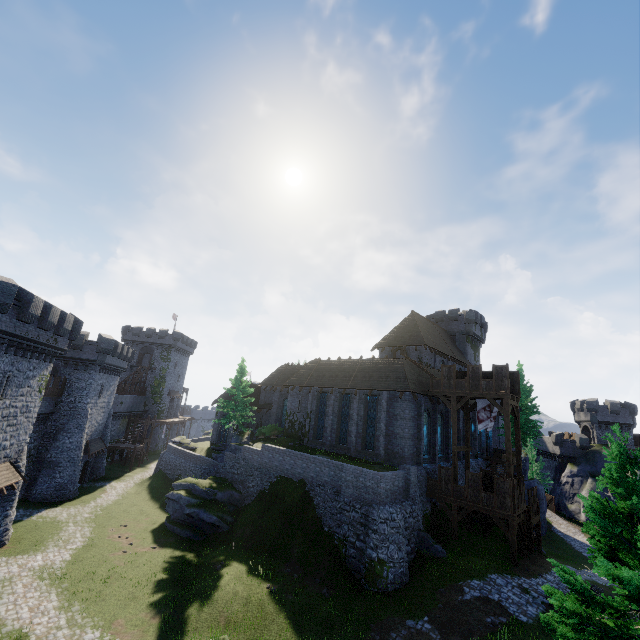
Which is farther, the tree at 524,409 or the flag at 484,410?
the tree at 524,409

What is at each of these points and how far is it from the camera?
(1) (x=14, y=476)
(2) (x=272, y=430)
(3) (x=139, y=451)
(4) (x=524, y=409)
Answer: (1) awning, 23.0m
(2) bush, 37.9m
(3) stairs, 50.6m
(4) tree, 42.2m

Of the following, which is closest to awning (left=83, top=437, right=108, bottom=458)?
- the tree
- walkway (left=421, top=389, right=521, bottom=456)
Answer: walkway (left=421, top=389, right=521, bottom=456)

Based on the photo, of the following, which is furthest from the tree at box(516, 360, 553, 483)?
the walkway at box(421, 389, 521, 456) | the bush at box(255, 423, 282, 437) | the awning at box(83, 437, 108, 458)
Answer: the awning at box(83, 437, 108, 458)

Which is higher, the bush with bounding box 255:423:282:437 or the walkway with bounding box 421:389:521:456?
the walkway with bounding box 421:389:521:456

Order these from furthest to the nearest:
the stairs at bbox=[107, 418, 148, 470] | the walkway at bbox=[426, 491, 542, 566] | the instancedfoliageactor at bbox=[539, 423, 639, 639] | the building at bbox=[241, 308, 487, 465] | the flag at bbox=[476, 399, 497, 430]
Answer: the stairs at bbox=[107, 418, 148, 470] → the building at bbox=[241, 308, 487, 465] → the flag at bbox=[476, 399, 497, 430] → the walkway at bbox=[426, 491, 542, 566] → the instancedfoliageactor at bbox=[539, 423, 639, 639]

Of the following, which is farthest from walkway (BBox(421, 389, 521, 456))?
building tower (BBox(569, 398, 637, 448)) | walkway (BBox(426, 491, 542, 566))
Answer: building tower (BBox(569, 398, 637, 448))

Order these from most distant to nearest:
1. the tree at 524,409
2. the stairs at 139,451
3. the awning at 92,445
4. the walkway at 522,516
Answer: the stairs at 139,451, the tree at 524,409, the awning at 92,445, the walkway at 522,516
